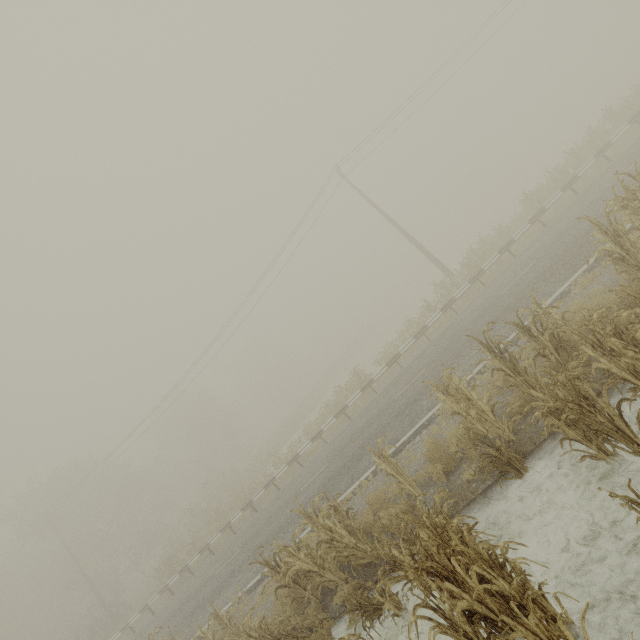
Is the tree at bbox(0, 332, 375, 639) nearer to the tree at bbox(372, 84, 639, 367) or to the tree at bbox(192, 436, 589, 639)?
the tree at bbox(372, 84, 639, 367)

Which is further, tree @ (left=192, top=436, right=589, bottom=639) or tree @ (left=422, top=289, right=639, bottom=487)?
tree @ (left=422, top=289, right=639, bottom=487)

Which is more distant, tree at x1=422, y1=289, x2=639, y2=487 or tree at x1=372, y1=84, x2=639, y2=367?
tree at x1=372, y1=84, x2=639, y2=367

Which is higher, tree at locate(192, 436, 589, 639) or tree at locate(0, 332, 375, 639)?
tree at locate(0, 332, 375, 639)

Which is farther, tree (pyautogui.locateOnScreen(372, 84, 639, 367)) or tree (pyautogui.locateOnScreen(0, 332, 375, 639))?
tree (pyautogui.locateOnScreen(0, 332, 375, 639))

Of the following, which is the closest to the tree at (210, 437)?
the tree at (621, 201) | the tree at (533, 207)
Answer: the tree at (533, 207)

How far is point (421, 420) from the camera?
9.7m
